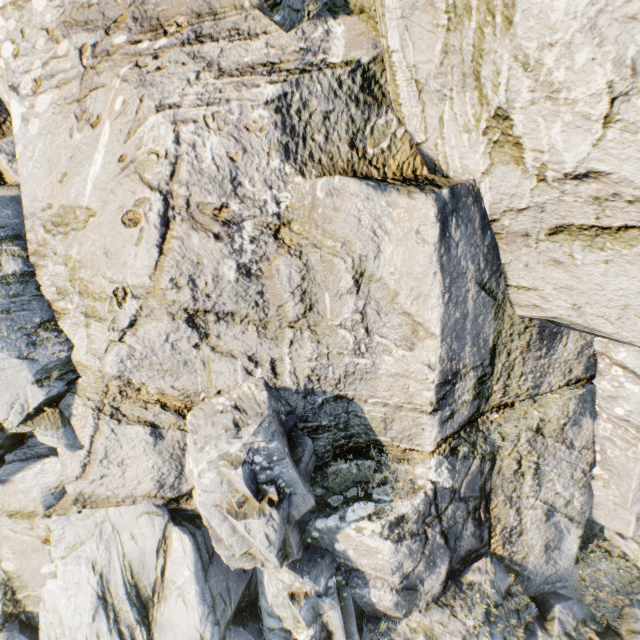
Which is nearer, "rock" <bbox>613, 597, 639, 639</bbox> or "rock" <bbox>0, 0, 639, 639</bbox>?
"rock" <bbox>0, 0, 639, 639</bbox>

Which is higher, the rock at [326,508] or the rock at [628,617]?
the rock at [326,508]

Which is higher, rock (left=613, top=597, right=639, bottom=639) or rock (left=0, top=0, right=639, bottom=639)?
rock (left=0, top=0, right=639, bottom=639)

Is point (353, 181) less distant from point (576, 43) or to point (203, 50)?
point (576, 43)

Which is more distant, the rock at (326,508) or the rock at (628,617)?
the rock at (628,617)
